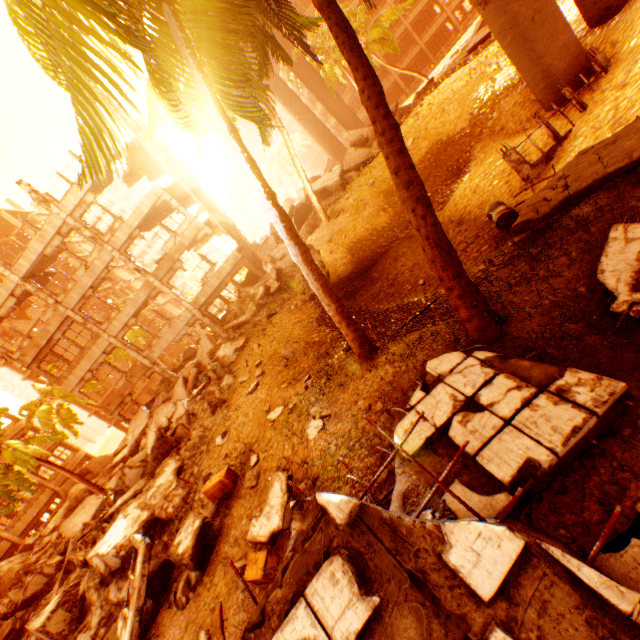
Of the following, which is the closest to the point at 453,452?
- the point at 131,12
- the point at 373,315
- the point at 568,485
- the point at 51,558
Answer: the point at 568,485

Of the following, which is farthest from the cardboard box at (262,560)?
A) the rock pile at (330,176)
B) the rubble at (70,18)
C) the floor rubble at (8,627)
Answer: the floor rubble at (8,627)

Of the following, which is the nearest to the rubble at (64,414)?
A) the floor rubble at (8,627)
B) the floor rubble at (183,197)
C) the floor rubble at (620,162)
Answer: the floor rubble at (620,162)

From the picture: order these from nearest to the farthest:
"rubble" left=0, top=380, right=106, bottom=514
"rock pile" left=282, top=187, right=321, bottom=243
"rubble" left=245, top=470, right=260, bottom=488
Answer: "rubble" left=245, top=470, right=260, bottom=488
"rubble" left=0, top=380, right=106, bottom=514
"rock pile" left=282, top=187, right=321, bottom=243

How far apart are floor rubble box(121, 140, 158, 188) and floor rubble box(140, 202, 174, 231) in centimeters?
248cm

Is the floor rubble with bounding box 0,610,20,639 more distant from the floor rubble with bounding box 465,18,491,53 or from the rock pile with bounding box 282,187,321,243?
the floor rubble with bounding box 465,18,491,53

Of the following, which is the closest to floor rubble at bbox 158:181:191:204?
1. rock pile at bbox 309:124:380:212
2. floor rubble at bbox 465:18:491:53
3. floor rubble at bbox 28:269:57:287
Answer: floor rubble at bbox 28:269:57:287

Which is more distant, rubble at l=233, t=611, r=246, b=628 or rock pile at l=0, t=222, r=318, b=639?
rock pile at l=0, t=222, r=318, b=639
